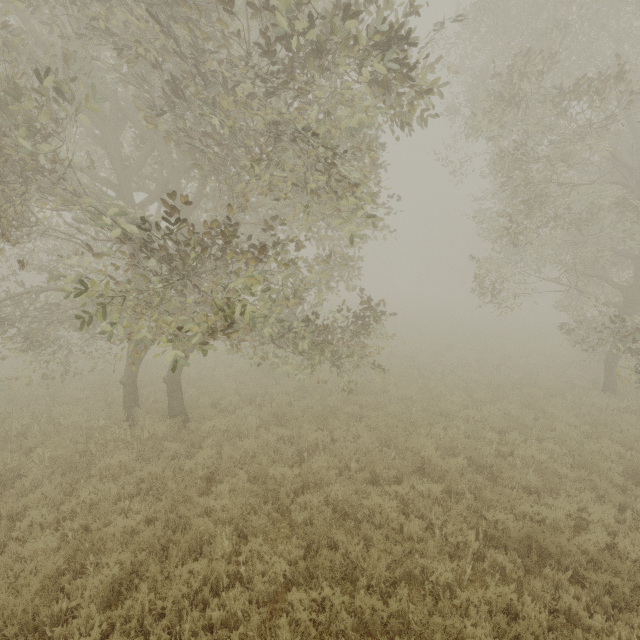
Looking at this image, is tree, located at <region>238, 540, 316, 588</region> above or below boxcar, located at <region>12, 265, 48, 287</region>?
below

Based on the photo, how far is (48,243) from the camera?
12.1m

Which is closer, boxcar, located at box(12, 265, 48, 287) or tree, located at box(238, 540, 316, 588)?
tree, located at box(238, 540, 316, 588)

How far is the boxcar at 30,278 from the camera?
26.3 meters

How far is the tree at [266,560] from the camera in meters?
4.9 m

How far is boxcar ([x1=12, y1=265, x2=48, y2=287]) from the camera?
26.3 meters

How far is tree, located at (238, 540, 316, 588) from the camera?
4.9m
